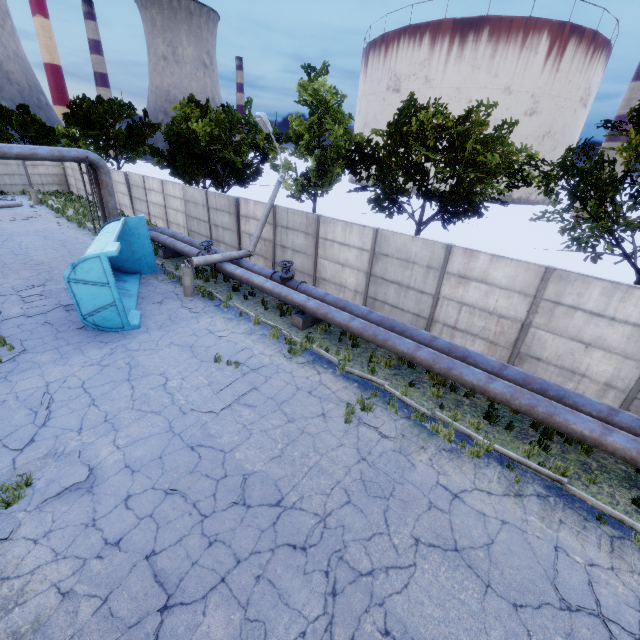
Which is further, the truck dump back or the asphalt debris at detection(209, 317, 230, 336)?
the asphalt debris at detection(209, 317, 230, 336)

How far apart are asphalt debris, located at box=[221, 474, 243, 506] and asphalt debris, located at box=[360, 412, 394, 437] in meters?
3.2 m

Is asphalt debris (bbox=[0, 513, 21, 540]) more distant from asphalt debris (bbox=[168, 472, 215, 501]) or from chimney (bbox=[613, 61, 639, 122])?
chimney (bbox=[613, 61, 639, 122])

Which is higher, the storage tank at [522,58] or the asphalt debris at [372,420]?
the storage tank at [522,58]

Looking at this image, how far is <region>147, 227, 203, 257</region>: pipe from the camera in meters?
16.5

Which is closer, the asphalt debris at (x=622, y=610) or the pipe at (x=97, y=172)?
the asphalt debris at (x=622, y=610)

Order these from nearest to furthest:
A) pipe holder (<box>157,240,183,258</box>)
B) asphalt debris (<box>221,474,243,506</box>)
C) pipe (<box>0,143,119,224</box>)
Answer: Result:
asphalt debris (<box>221,474,243,506</box>)
pipe (<box>0,143,119,224</box>)
pipe holder (<box>157,240,183,258</box>)

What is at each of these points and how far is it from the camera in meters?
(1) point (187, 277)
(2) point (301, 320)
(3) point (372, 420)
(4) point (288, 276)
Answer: (1) lamp post, 13.6
(2) pipe holder, 12.1
(3) asphalt debris, 8.2
(4) pipe valve, 13.3
